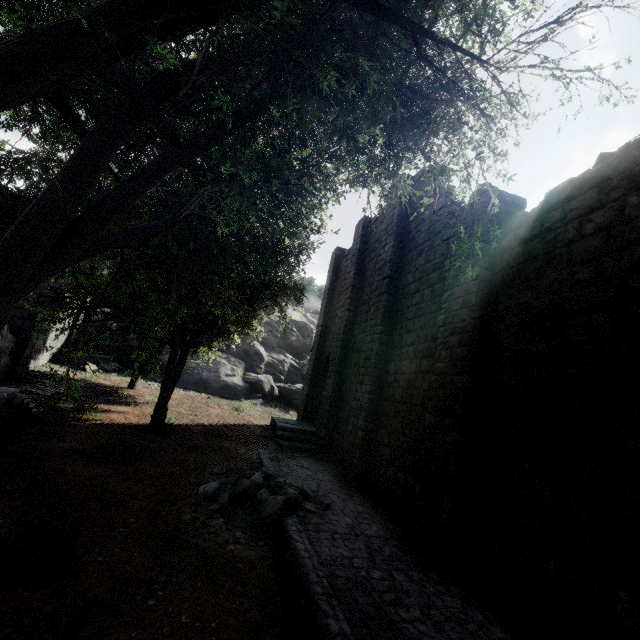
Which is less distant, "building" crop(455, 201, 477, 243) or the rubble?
the rubble

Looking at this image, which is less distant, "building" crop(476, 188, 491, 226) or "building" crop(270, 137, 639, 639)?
"building" crop(270, 137, 639, 639)

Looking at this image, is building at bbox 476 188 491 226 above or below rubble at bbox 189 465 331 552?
above

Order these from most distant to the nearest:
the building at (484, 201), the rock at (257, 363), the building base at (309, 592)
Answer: the rock at (257, 363) → the building at (484, 201) → the building base at (309, 592)

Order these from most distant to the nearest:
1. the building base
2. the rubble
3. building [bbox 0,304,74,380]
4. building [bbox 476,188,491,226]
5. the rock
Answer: the rock, building [bbox 0,304,74,380], building [bbox 476,188,491,226], the rubble, the building base

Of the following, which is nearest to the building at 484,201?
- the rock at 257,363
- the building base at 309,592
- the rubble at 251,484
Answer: the building base at 309,592

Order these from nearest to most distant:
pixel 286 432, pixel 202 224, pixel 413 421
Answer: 1. pixel 202 224
2. pixel 413 421
3. pixel 286 432
